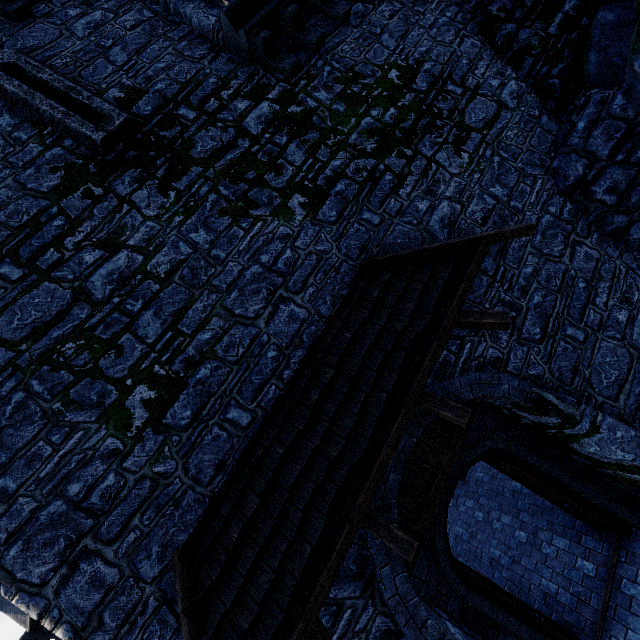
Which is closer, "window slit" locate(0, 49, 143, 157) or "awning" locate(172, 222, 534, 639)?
"awning" locate(172, 222, 534, 639)

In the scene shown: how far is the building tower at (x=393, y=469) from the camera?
3.69m

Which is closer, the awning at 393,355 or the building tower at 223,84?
the awning at 393,355

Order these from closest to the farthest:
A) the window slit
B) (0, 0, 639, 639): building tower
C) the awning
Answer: the awning < (0, 0, 639, 639): building tower < the window slit

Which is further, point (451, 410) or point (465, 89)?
point (465, 89)

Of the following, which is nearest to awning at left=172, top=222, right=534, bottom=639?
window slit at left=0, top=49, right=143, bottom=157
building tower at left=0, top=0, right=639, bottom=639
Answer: building tower at left=0, top=0, right=639, bottom=639

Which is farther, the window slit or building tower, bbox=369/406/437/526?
the window slit

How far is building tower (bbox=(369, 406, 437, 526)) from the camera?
3.7m
